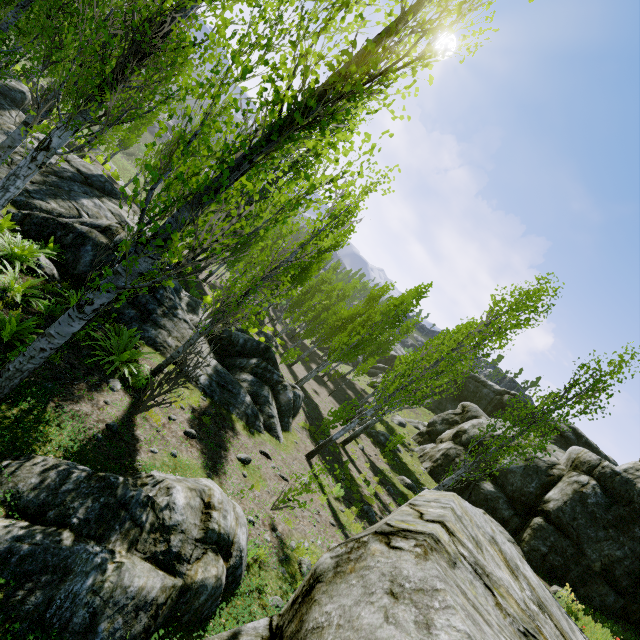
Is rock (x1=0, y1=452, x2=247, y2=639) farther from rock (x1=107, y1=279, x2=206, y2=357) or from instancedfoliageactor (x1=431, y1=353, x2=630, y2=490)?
rock (x1=107, y1=279, x2=206, y2=357)

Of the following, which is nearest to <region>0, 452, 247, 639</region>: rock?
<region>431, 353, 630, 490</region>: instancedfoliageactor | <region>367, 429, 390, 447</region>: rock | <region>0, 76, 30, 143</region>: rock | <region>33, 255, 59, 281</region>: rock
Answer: <region>367, 429, 390, 447</region>: rock

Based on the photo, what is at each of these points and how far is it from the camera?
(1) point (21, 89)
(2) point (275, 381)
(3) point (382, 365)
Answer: (1) rock, 17.0m
(2) rock, 13.2m
(3) rock, 48.5m

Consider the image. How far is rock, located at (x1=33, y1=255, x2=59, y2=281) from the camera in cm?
877

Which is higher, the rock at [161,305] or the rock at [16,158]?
the rock at [161,305]

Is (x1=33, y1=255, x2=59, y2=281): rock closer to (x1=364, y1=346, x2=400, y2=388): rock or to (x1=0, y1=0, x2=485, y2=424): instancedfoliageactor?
(x1=0, y1=0, x2=485, y2=424): instancedfoliageactor

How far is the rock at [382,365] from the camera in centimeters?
4358cm

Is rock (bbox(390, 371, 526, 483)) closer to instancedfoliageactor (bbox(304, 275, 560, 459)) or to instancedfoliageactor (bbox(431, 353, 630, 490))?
instancedfoliageactor (bbox(304, 275, 560, 459))
